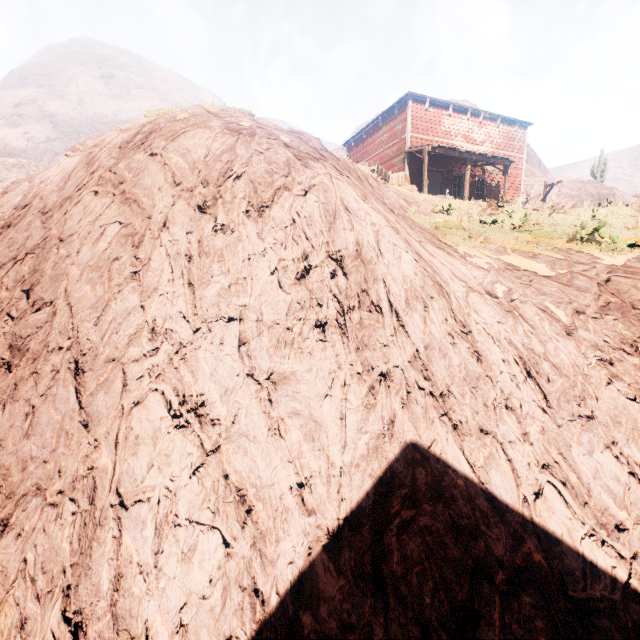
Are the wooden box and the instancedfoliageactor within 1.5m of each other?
no

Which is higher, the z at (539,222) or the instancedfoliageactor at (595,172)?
the instancedfoliageactor at (595,172)

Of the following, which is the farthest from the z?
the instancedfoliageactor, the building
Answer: the instancedfoliageactor

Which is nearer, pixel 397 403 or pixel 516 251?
pixel 397 403

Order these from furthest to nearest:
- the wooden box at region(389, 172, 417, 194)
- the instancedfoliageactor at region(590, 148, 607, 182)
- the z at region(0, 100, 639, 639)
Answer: the instancedfoliageactor at region(590, 148, 607, 182) < the wooden box at region(389, 172, 417, 194) < the z at region(0, 100, 639, 639)

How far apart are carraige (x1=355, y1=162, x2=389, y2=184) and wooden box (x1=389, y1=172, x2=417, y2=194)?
0.04m

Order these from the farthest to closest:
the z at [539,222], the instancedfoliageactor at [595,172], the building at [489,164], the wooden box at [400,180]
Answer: the instancedfoliageactor at [595,172]
the building at [489,164]
the wooden box at [400,180]
the z at [539,222]

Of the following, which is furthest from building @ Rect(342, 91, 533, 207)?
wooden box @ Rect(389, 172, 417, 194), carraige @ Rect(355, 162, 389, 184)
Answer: carraige @ Rect(355, 162, 389, 184)
